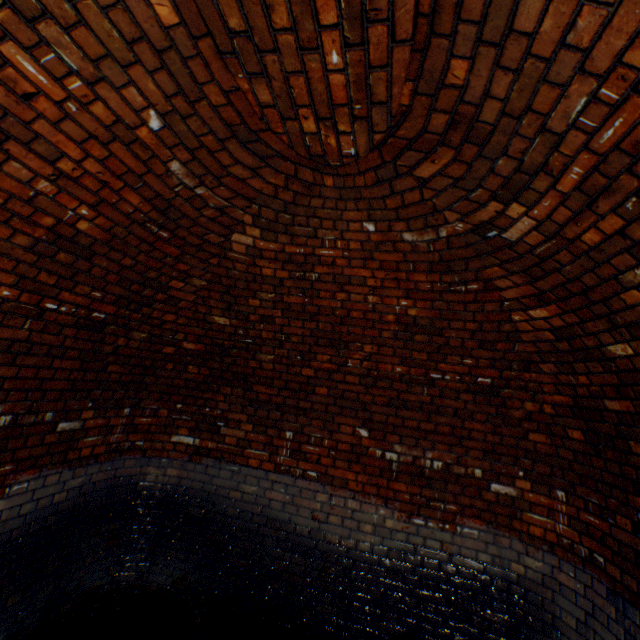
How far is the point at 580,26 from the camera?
1.0 meters
